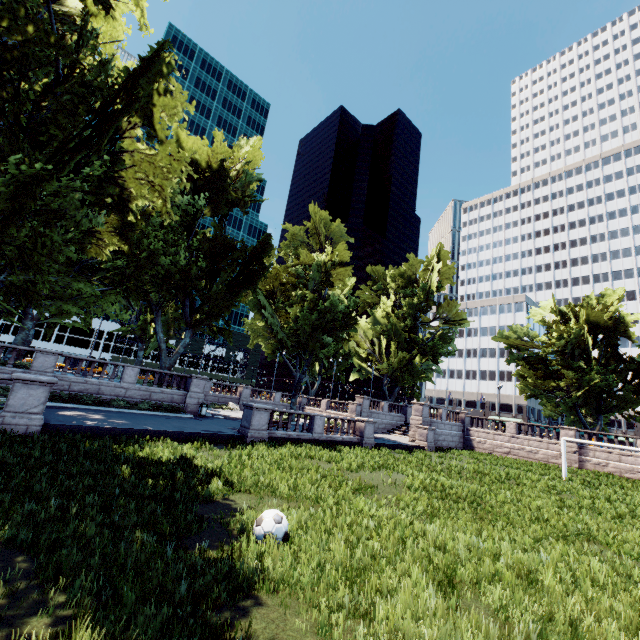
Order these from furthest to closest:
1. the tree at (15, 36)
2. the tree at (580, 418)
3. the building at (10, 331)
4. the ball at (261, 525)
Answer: the building at (10, 331) < the tree at (580, 418) < the tree at (15, 36) < the ball at (261, 525)

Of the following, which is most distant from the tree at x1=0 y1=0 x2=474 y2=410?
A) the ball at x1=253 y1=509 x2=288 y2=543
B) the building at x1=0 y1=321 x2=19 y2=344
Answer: the building at x1=0 y1=321 x2=19 y2=344

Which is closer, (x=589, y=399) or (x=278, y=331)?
(x=278, y=331)

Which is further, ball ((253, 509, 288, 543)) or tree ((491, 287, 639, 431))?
tree ((491, 287, 639, 431))

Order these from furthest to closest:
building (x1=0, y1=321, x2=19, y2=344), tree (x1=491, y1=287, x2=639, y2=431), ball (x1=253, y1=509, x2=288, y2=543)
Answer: building (x1=0, y1=321, x2=19, y2=344), tree (x1=491, y1=287, x2=639, y2=431), ball (x1=253, y1=509, x2=288, y2=543)

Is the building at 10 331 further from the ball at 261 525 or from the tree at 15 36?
the ball at 261 525

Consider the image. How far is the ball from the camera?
6.1m

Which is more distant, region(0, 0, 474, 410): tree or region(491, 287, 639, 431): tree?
region(491, 287, 639, 431): tree
